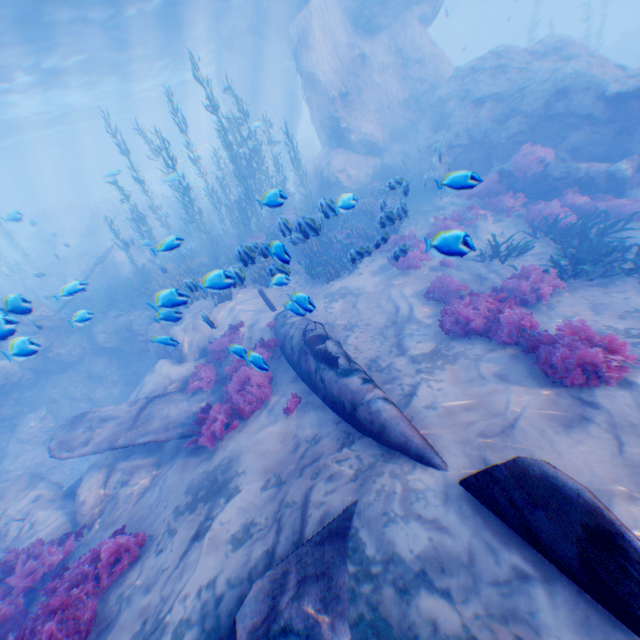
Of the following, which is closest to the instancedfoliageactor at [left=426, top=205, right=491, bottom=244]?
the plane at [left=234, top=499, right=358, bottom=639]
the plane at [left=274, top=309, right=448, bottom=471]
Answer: the plane at [left=274, top=309, right=448, bottom=471]

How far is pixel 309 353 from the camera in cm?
770

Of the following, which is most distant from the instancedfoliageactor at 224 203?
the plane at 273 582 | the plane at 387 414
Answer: the plane at 273 582

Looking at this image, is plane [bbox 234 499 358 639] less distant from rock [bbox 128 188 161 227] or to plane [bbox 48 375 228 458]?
plane [bbox 48 375 228 458]

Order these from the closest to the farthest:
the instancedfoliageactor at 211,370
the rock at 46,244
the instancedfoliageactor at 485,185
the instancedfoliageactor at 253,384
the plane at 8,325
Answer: the instancedfoliageactor at 485,185
the plane at 8,325
the instancedfoliageactor at 253,384
the instancedfoliageactor at 211,370
the rock at 46,244

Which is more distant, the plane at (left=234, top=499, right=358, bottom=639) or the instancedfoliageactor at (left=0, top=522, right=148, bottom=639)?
the instancedfoliageactor at (left=0, top=522, right=148, bottom=639)

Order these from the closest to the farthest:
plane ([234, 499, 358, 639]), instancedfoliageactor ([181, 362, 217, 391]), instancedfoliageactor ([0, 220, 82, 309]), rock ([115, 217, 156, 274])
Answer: plane ([234, 499, 358, 639]) < instancedfoliageactor ([181, 362, 217, 391]) < instancedfoliageactor ([0, 220, 82, 309]) < rock ([115, 217, 156, 274])

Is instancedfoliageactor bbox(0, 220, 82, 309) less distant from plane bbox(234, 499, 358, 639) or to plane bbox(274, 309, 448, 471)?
plane bbox(274, 309, 448, 471)
